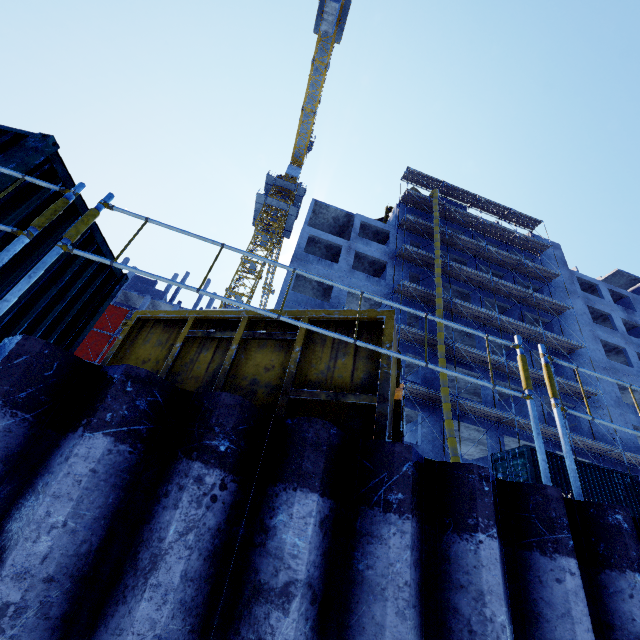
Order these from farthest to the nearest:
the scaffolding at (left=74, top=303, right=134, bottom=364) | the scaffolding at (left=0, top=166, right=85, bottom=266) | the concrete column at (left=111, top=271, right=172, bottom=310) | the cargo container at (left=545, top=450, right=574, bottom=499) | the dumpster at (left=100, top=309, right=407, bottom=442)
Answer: the concrete column at (left=111, top=271, right=172, bottom=310)
the scaffolding at (left=74, top=303, right=134, bottom=364)
the cargo container at (left=545, top=450, right=574, bottom=499)
the dumpster at (left=100, top=309, right=407, bottom=442)
the scaffolding at (left=0, top=166, right=85, bottom=266)

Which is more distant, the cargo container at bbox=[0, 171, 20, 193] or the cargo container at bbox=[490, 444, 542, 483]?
the cargo container at bbox=[490, 444, 542, 483]

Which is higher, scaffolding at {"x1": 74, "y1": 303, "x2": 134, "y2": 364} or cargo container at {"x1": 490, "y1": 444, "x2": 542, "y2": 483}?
scaffolding at {"x1": 74, "y1": 303, "x2": 134, "y2": 364}

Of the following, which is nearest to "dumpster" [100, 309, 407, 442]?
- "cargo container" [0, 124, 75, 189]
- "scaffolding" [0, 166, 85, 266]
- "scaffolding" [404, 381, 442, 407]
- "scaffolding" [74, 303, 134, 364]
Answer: "cargo container" [0, 124, 75, 189]

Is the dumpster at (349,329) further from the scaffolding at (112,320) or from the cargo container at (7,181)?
the scaffolding at (112,320)

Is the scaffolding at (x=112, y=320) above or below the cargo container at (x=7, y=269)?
above

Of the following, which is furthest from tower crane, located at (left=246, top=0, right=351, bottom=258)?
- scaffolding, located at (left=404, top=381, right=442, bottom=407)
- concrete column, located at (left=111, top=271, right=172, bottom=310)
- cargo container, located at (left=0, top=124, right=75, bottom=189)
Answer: cargo container, located at (left=0, top=124, right=75, bottom=189)

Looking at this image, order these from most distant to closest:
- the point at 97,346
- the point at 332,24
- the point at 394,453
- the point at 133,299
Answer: the point at 133,299, the point at 97,346, the point at 332,24, the point at 394,453
